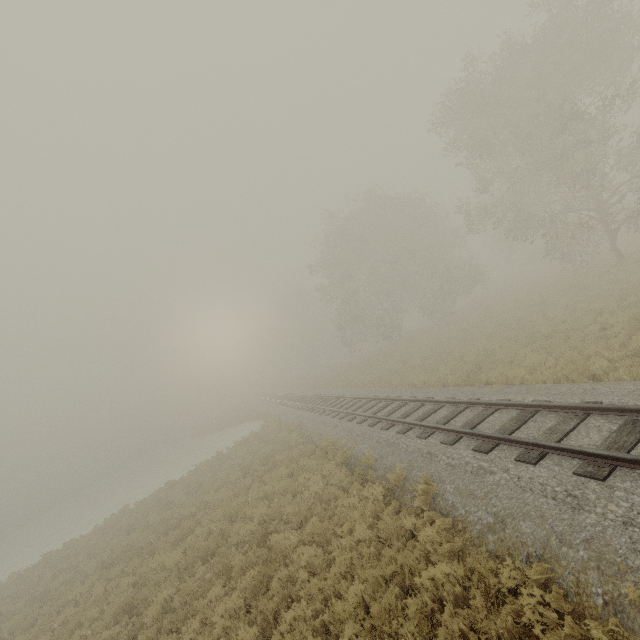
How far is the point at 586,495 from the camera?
5.2 meters
